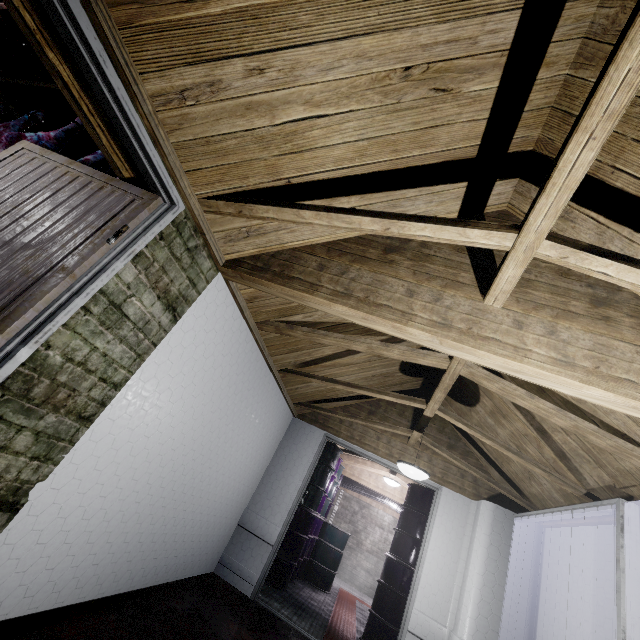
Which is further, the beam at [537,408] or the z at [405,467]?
the z at [405,467]

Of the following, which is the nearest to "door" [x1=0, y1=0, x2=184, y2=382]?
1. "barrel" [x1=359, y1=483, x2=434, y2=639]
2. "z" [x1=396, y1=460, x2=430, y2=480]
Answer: "z" [x1=396, y1=460, x2=430, y2=480]

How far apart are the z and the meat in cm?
348

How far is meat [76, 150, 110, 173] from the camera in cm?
235

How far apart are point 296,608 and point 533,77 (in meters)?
5.68

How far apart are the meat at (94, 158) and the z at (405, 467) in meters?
3.5 m

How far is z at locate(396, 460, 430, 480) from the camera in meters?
3.1 m

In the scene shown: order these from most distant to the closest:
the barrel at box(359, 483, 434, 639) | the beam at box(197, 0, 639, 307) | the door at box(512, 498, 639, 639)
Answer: the barrel at box(359, 483, 434, 639), the door at box(512, 498, 639, 639), the beam at box(197, 0, 639, 307)
